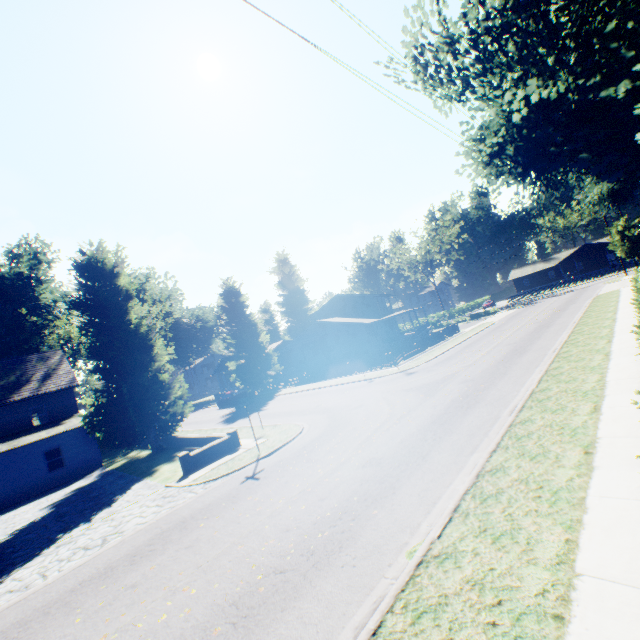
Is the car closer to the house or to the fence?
the fence

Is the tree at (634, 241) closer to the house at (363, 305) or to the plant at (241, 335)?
the plant at (241, 335)

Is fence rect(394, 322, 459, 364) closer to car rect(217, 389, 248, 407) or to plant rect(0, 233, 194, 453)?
plant rect(0, 233, 194, 453)

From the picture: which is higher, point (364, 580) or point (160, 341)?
point (160, 341)

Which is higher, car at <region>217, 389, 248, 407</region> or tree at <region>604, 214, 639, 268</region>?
tree at <region>604, 214, 639, 268</region>

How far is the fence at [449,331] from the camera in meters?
28.6 m

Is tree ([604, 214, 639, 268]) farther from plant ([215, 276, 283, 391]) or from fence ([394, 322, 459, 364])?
fence ([394, 322, 459, 364])

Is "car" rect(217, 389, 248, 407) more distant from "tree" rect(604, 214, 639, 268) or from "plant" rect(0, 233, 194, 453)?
"tree" rect(604, 214, 639, 268)
